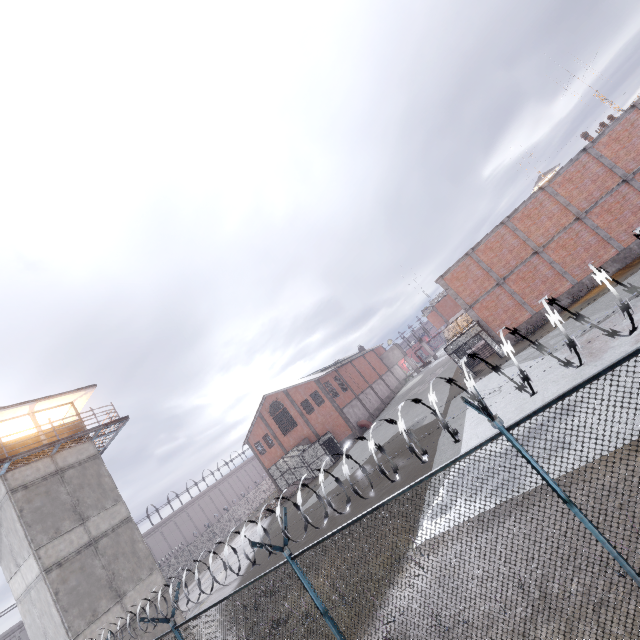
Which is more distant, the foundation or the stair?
the stair

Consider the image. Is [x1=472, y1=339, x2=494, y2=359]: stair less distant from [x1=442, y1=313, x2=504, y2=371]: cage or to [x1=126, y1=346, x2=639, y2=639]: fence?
[x1=442, y1=313, x2=504, y2=371]: cage

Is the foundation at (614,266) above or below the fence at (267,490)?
below

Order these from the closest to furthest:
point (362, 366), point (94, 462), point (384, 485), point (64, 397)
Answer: point (384, 485)
point (94, 462)
point (64, 397)
point (362, 366)

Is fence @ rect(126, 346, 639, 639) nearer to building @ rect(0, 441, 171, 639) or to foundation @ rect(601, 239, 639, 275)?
building @ rect(0, 441, 171, 639)

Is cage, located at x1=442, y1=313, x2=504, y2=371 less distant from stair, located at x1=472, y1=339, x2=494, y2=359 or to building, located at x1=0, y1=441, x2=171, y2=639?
stair, located at x1=472, y1=339, x2=494, y2=359

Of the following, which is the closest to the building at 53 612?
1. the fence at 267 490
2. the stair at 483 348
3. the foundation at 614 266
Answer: the fence at 267 490

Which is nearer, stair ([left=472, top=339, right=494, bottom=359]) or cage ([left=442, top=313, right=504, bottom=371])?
cage ([left=442, top=313, right=504, bottom=371])
